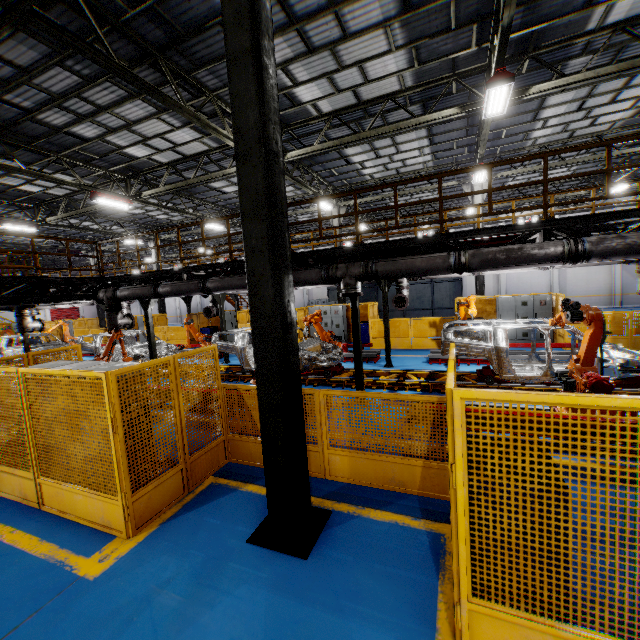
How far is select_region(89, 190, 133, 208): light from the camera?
13.6 meters

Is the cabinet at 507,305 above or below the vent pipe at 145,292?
below

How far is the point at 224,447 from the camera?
6.0m

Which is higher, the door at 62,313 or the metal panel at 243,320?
the door at 62,313

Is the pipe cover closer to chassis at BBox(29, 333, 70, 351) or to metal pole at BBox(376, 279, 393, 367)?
metal pole at BBox(376, 279, 393, 367)

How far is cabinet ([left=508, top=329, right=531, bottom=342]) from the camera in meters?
14.4 m

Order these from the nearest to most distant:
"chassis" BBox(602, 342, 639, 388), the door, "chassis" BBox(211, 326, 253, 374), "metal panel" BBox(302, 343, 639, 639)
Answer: "metal panel" BBox(302, 343, 639, 639) < "chassis" BBox(602, 342, 639, 388) < "chassis" BBox(211, 326, 253, 374) < the door

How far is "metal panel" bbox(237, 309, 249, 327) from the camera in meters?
19.0
